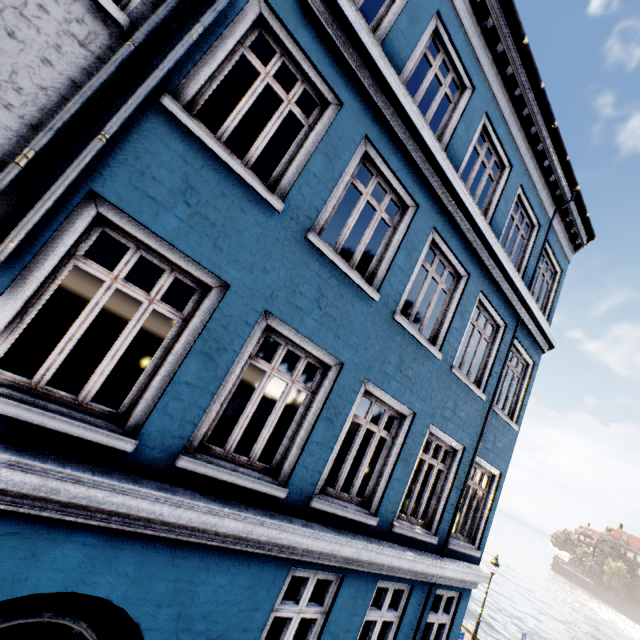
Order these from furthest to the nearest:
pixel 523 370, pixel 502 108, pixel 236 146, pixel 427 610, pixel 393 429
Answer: pixel 236 146, pixel 523 370, pixel 502 108, pixel 427 610, pixel 393 429
